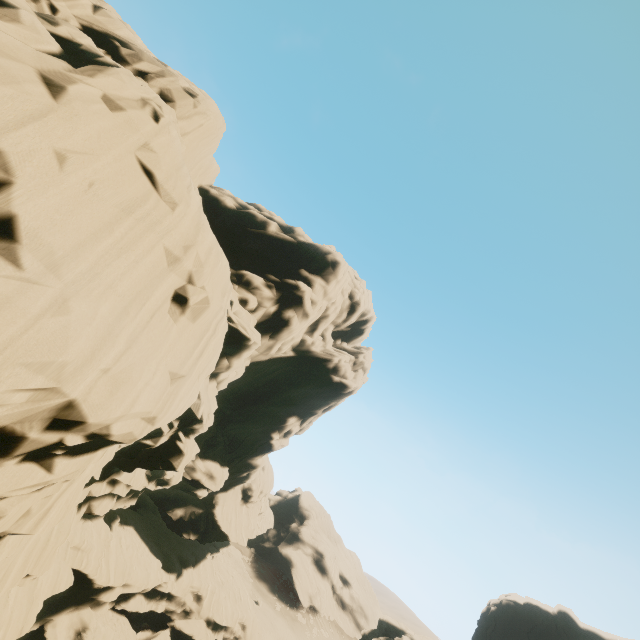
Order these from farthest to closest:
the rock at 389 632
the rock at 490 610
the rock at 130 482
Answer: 1. the rock at 490 610
2. the rock at 389 632
3. the rock at 130 482

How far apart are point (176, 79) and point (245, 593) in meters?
59.7

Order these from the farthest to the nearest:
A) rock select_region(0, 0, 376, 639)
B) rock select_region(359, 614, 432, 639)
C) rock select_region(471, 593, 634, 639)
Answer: rock select_region(471, 593, 634, 639) < rock select_region(359, 614, 432, 639) < rock select_region(0, 0, 376, 639)

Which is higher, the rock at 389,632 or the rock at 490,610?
the rock at 490,610

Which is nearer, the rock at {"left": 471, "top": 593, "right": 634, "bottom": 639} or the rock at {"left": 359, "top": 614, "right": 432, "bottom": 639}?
the rock at {"left": 359, "top": 614, "right": 432, "bottom": 639}

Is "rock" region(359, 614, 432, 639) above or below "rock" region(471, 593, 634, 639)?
below
